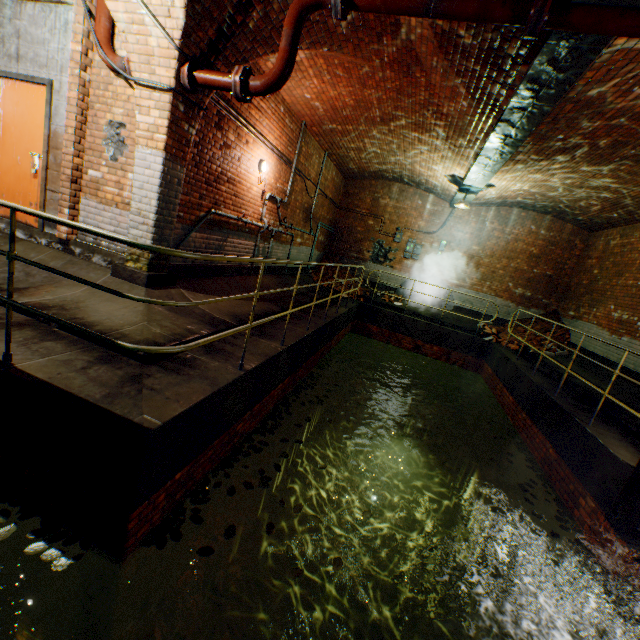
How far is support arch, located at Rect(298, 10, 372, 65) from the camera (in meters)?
4.48

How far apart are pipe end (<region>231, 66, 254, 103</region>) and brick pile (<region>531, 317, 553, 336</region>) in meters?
10.9 m

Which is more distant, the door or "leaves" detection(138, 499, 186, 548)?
the door

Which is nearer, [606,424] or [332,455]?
[606,424]

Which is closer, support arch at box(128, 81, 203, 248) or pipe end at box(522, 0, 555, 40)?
pipe end at box(522, 0, 555, 40)

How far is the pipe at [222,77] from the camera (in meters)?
3.93

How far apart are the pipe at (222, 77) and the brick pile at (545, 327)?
11.0 meters

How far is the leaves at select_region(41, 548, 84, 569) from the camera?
2.4m
